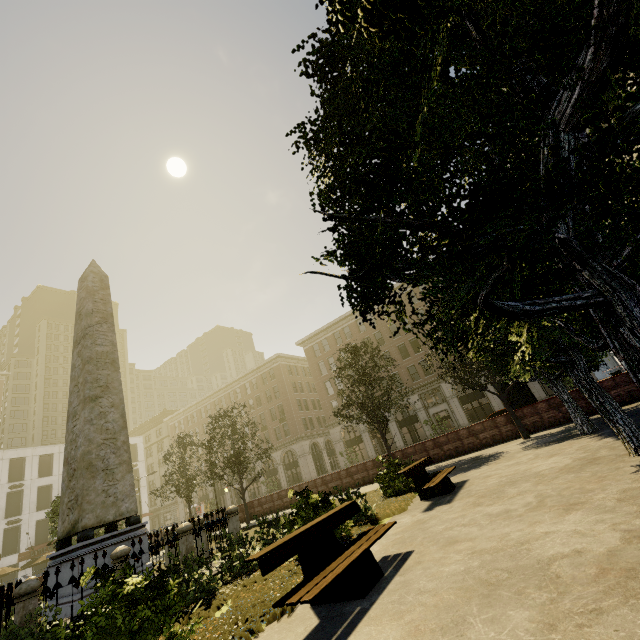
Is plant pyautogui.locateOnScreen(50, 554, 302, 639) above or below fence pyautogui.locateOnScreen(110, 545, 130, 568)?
below

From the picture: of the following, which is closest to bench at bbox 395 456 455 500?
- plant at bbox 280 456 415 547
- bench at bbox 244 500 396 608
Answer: plant at bbox 280 456 415 547

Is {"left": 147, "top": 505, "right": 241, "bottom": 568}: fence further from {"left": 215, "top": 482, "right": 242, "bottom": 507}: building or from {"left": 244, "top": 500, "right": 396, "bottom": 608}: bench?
{"left": 215, "top": 482, "right": 242, "bottom": 507}: building

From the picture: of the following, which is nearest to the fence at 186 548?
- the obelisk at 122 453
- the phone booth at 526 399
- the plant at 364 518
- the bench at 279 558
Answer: the plant at 364 518

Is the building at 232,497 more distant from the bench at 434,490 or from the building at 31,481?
the bench at 434,490

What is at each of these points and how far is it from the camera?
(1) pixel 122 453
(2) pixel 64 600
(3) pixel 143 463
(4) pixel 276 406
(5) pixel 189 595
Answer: (1) obelisk, 10.4 meters
(2) obelisk, 8.1 meters
(3) building, 53.7 meters
(4) building, 50.2 meters
(5) tree, 6.4 meters

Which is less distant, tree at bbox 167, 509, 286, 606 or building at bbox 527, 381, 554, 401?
tree at bbox 167, 509, 286, 606

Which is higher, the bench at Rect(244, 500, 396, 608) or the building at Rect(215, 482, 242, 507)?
the building at Rect(215, 482, 242, 507)
